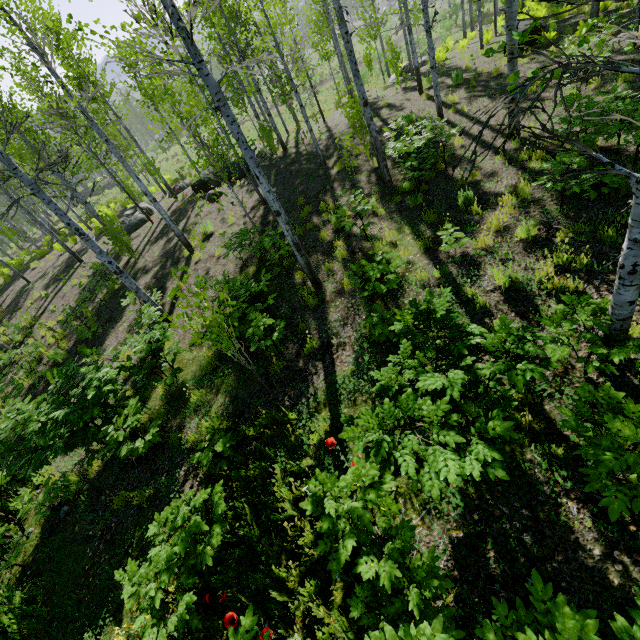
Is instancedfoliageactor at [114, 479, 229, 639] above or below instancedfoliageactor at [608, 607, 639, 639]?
below

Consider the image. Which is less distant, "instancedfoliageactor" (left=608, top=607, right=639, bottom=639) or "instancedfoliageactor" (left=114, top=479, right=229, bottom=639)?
"instancedfoliageactor" (left=608, top=607, right=639, bottom=639)

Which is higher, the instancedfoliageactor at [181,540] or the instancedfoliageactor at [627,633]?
the instancedfoliageactor at [627,633]

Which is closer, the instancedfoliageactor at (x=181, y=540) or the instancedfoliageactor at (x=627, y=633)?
the instancedfoliageactor at (x=627, y=633)

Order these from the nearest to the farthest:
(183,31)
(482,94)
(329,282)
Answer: (183,31)
(329,282)
(482,94)
